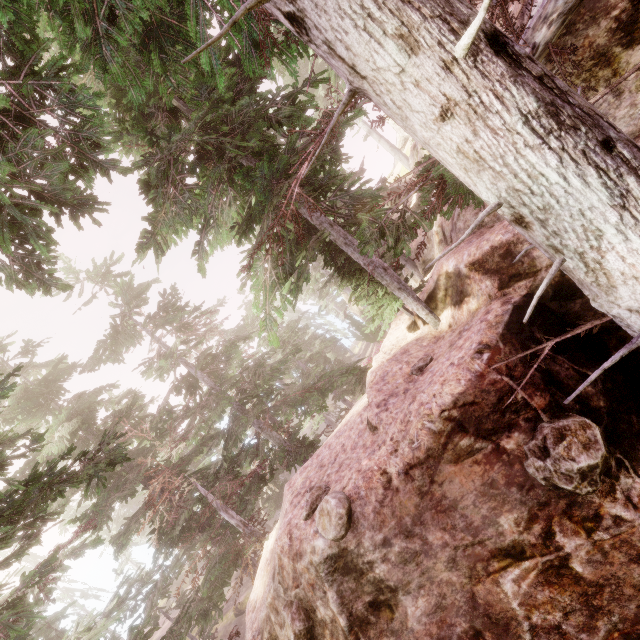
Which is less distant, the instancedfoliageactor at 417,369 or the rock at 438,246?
the instancedfoliageactor at 417,369

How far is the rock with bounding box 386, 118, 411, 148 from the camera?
34.4m

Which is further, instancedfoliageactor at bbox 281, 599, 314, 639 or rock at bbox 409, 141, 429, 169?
rock at bbox 409, 141, 429, 169

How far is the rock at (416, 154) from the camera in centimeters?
1695cm

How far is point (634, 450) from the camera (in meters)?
3.76

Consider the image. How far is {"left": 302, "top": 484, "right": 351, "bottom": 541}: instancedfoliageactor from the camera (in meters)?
4.99
